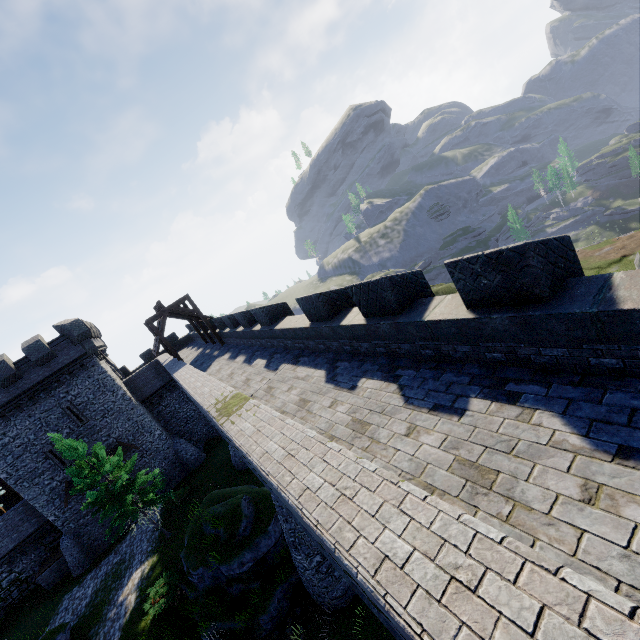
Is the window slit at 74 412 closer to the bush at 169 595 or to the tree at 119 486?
the tree at 119 486

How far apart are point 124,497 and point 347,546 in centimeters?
2356cm

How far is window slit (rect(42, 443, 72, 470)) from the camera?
25.55m

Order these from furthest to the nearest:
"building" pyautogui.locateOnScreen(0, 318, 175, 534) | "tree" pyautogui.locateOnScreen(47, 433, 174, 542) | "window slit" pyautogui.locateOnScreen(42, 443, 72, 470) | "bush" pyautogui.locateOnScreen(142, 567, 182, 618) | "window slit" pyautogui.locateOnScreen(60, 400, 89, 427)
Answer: "window slit" pyautogui.locateOnScreen(60, 400, 89, 427), "window slit" pyautogui.locateOnScreen(42, 443, 72, 470), "building" pyautogui.locateOnScreen(0, 318, 175, 534), "tree" pyautogui.locateOnScreen(47, 433, 174, 542), "bush" pyautogui.locateOnScreen(142, 567, 182, 618)

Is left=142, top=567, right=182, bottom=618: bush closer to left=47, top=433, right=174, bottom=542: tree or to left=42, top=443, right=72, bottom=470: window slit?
left=47, top=433, right=174, bottom=542: tree

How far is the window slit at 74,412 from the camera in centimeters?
2623cm

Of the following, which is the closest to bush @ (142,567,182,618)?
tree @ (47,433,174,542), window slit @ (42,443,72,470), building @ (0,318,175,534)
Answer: tree @ (47,433,174,542)

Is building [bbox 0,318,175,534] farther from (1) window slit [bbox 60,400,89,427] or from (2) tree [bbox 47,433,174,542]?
(2) tree [bbox 47,433,174,542]
